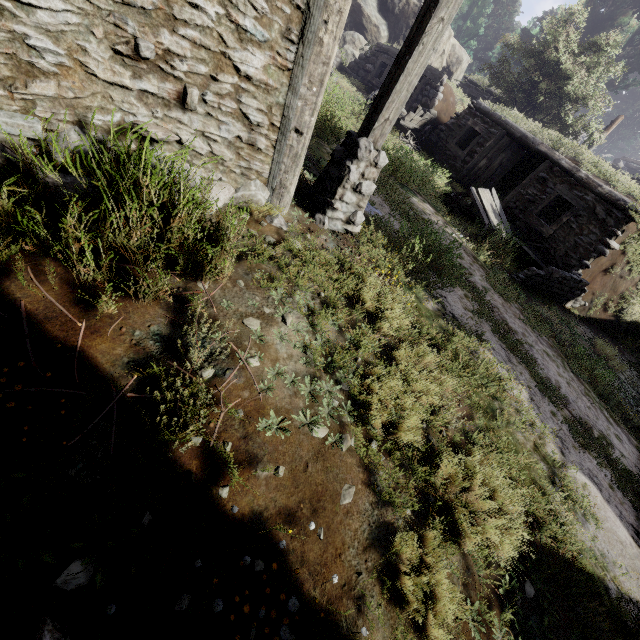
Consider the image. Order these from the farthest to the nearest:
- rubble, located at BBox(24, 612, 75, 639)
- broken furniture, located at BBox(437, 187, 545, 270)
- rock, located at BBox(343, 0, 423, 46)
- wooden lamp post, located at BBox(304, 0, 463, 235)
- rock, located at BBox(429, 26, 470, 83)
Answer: rock, located at BBox(429, 26, 470, 83), rock, located at BBox(343, 0, 423, 46), broken furniture, located at BBox(437, 187, 545, 270), wooden lamp post, located at BBox(304, 0, 463, 235), rubble, located at BBox(24, 612, 75, 639)

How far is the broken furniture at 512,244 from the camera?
9.2m

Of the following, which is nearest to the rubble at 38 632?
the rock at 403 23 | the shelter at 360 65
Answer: the shelter at 360 65

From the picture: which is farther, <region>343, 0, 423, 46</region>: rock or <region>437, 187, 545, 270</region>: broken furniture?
<region>343, 0, 423, 46</region>: rock

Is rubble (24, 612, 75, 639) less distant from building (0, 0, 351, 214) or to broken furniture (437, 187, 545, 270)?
building (0, 0, 351, 214)

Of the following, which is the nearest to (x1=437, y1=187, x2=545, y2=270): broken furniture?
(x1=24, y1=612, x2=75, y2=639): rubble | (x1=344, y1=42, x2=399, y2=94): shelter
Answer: (x1=344, y1=42, x2=399, y2=94): shelter

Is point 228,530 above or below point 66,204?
below

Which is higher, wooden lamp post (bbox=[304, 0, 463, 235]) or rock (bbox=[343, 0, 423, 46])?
rock (bbox=[343, 0, 423, 46])
